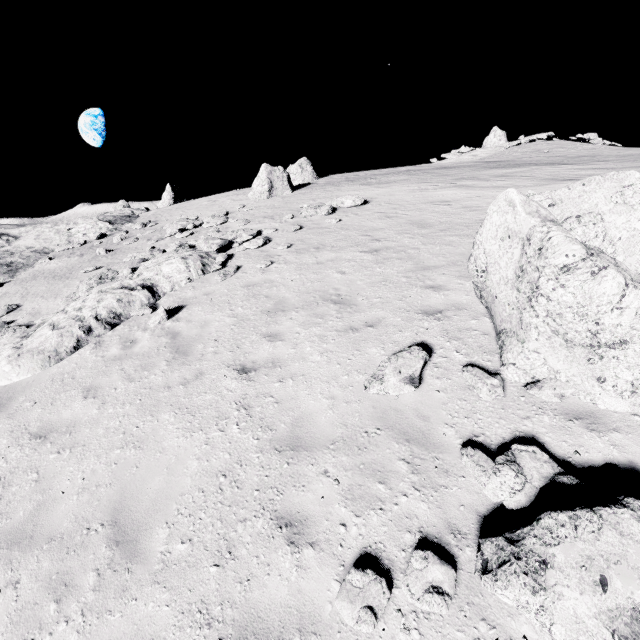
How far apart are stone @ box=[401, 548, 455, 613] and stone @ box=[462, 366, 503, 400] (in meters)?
Result: 2.42

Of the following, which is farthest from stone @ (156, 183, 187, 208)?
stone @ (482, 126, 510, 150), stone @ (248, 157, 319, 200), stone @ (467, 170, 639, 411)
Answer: stone @ (482, 126, 510, 150)

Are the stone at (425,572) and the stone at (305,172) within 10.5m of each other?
no

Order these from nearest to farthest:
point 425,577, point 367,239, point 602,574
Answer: point 602,574 → point 425,577 → point 367,239

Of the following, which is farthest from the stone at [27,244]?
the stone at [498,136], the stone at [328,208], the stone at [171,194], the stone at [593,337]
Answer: the stone at [498,136]

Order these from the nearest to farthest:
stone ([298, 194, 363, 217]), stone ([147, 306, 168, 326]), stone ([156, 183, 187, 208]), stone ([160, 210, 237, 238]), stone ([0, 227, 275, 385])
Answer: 1. stone ([0, 227, 275, 385])
2. stone ([147, 306, 168, 326])
3. stone ([298, 194, 363, 217])
4. stone ([160, 210, 237, 238])
5. stone ([156, 183, 187, 208])

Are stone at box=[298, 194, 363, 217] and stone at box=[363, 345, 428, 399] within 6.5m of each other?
no

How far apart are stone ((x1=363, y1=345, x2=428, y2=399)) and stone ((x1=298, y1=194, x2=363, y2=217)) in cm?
1137
